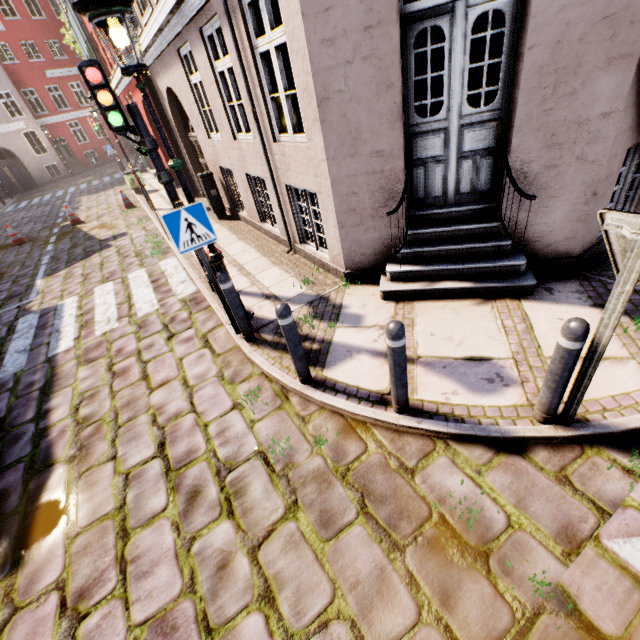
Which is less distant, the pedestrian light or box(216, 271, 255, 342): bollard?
box(216, 271, 255, 342): bollard

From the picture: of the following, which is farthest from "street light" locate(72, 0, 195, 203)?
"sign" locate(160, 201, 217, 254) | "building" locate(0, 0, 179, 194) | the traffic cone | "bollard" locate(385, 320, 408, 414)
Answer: the traffic cone

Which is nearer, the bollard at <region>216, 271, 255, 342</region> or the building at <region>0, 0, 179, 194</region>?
the bollard at <region>216, 271, 255, 342</region>

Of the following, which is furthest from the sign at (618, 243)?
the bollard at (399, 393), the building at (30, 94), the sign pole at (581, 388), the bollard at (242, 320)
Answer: the bollard at (242, 320)

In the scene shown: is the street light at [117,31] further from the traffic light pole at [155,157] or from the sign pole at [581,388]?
the sign pole at [581,388]

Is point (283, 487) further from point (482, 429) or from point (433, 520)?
point (482, 429)

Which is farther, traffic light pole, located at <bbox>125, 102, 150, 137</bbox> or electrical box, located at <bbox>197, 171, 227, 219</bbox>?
electrical box, located at <bbox>197, 171, 227, 219</bbox>

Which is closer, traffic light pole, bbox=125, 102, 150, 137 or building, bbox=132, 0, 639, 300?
building, bbox=132, 0, 639, 300
